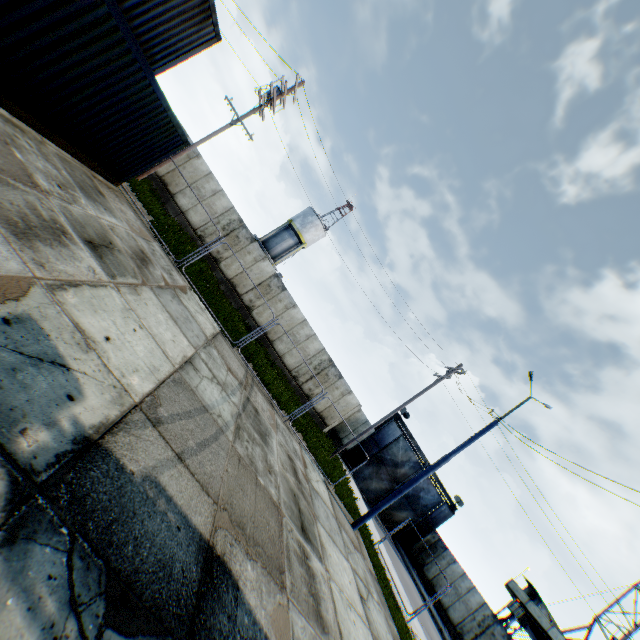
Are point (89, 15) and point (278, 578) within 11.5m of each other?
yes

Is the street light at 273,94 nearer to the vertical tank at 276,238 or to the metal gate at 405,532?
the vertical tank at 276,238

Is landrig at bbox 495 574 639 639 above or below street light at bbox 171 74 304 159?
below

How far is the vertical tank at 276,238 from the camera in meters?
38.3 m

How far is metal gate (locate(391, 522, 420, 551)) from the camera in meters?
28.3

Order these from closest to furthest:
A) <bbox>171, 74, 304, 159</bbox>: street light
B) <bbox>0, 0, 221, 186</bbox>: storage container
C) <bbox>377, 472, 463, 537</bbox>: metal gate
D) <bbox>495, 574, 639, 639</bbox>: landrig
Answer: <bbox>0, 0, 221, 186</bbox>: storage container → <bbox>171, 74, 304, 159</bbox>: street light → <bbox>495, 574, 639, 639</bbox>: landrig → <bbox>377, 472, 463, 537</bbox>: metal gate
